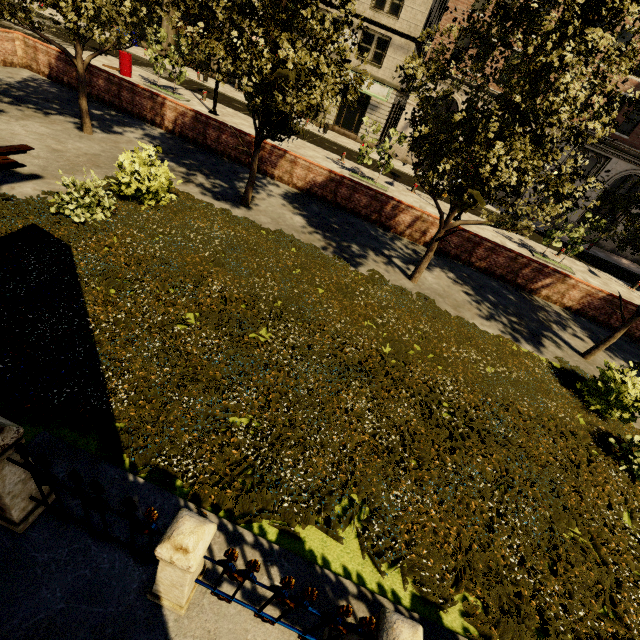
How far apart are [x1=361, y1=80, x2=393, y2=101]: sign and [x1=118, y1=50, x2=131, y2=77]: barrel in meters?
15.7 m

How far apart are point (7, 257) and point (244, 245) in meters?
4.5 m

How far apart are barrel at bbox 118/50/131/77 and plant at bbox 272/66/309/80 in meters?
18.9

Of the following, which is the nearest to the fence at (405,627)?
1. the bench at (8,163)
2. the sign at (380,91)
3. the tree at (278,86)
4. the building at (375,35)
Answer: the tree at (278,86)

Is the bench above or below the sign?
below

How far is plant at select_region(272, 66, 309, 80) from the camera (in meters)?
6.19

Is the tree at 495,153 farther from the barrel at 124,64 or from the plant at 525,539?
the barrel at 124,64

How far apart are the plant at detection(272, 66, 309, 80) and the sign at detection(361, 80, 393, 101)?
24.77m
